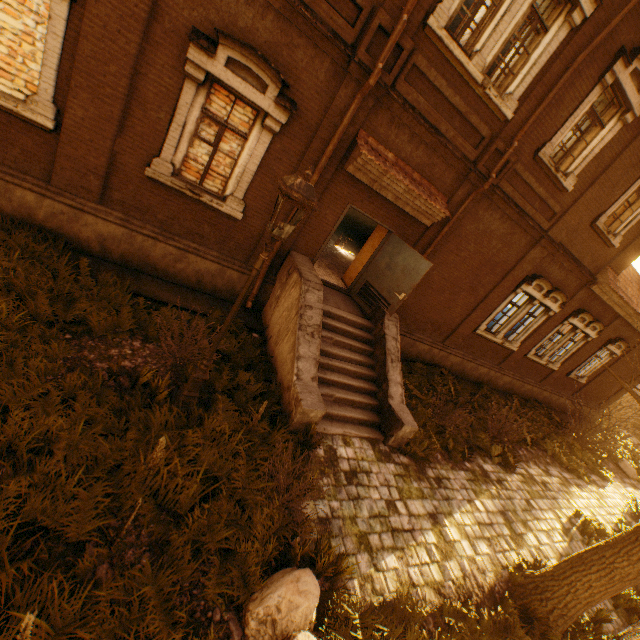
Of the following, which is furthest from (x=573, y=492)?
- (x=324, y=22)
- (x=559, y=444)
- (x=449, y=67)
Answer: (x=324, y=22)

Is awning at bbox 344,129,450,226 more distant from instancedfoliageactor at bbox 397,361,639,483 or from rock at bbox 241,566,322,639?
rock at bbox 241,566,322,639

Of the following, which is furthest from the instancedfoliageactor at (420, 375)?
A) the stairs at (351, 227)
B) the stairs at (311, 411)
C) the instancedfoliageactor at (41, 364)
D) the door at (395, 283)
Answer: the stairs at (351, 227)

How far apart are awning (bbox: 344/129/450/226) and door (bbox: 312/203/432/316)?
0.52m

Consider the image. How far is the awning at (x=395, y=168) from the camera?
7.0 meters

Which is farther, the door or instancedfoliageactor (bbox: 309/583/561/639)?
the door

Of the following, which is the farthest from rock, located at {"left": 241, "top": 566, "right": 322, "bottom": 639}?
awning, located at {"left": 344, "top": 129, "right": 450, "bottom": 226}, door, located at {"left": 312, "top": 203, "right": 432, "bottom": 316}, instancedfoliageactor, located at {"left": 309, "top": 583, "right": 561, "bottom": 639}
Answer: awning, located at {"left": 344, "top": 129, "right": 450, "bottom": 226}

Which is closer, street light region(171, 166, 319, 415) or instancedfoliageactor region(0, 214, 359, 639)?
instancedfoliageactor region(0, 214, 359, 639)
